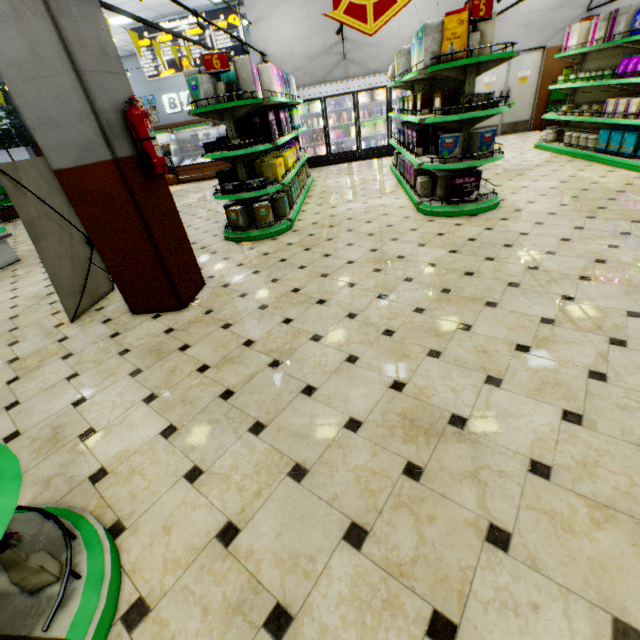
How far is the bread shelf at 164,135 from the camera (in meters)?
15.76

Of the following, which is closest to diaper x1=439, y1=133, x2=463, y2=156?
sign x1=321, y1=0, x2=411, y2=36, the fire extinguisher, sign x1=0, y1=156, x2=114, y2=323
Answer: sign x1=321, y1=0, x2=411, y2=36

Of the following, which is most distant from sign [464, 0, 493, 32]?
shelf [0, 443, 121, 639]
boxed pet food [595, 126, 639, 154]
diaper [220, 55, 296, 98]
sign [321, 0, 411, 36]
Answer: shelf [0, 443, 121, 639]

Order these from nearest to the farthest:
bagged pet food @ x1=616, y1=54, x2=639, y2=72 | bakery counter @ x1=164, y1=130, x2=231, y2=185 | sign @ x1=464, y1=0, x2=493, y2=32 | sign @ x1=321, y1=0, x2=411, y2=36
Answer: sign @ x1=321, y1=0, x2=411, y2=36 < sign @ x1=464, y1=0, x2=493, y2=32 < bagged pet food @ x1=616, y1=54, x2=639, y2=72 < bakery counter @ x1=164, y1=130, x2=231, y2=185

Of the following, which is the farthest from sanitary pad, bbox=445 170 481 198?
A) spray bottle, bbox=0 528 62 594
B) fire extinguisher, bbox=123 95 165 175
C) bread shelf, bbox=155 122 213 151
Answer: bread shelf, bbox=155 122 213 151

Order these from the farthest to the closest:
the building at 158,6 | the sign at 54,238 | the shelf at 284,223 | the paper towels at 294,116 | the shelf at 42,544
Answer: the building at 158,6
the paper towels at 294,116
the shelf at 284,223
the sign at 54,238
the shelf at 42,544

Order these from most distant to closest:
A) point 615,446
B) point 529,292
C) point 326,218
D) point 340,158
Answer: point 340,158 → point 326,218 → point 529,292 → point 615,446

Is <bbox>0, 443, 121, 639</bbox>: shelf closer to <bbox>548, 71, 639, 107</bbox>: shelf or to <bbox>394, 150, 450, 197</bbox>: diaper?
Result: <bbox>394, 150, 450, 197</bbox>: diaper
